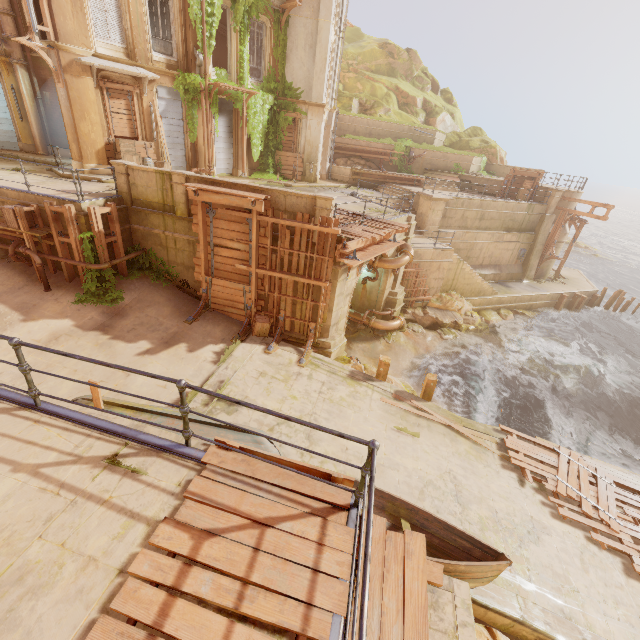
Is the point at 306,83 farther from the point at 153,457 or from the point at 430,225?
the point at 153,457

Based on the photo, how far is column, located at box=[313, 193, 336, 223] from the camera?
10.2m

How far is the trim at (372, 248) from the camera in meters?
10.5

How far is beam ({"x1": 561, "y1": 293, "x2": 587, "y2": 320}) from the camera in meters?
25.6

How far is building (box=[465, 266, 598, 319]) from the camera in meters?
22.5

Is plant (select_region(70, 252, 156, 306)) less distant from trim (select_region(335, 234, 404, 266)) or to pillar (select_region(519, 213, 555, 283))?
trim (select_region(335, 234, 404, 266))

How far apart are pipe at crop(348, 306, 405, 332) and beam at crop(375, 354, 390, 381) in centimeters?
503cm

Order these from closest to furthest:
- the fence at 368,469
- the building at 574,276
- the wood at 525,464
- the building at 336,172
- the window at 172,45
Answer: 1. the fence at 368,469
2. the wood at 525,464
3. the window at 172,45
4. the building at 574,276
5. the building at 336,172
